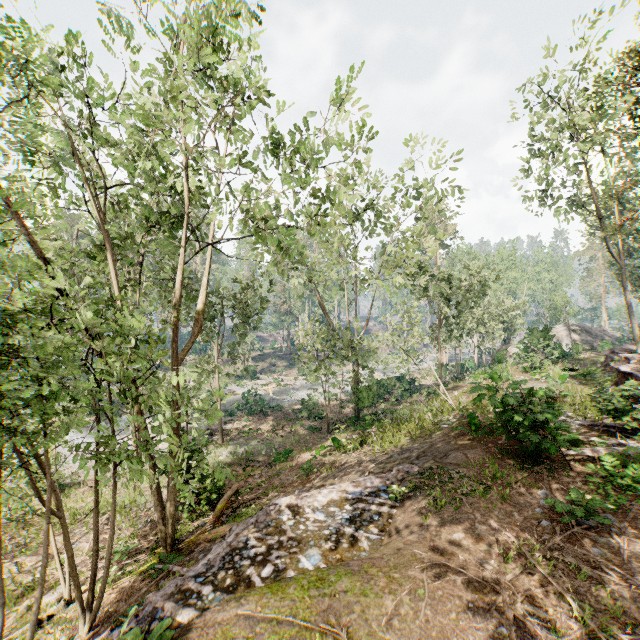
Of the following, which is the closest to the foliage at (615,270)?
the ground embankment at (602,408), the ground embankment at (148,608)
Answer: the ground embankment at (148,608)

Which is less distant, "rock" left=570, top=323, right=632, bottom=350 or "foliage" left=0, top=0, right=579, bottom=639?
"foliage" left=0, top=0, right=579, bottom=639

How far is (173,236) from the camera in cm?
1766

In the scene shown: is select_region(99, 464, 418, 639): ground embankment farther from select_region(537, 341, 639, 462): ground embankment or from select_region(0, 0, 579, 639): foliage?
select_region(537, 341, 639, 462): ground embankment

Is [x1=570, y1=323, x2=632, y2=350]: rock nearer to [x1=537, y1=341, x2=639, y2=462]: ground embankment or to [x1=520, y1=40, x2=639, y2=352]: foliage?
[x1=520, y1=40, x2=639, y2=352]: foliage

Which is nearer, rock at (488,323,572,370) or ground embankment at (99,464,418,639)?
ground embankment at (99,464,418,639)

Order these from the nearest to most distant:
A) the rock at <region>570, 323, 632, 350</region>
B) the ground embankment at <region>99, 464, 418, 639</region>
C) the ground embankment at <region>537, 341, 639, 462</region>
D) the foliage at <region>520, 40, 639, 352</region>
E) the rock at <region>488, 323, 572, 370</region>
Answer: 1. the ground embankment at <region>99, 464, 418, 639</region>
2. the ground embankment at <region>537, 341, 639, 462</region>
3. the foliage at <region>520, 40, 639, 352</region>
4. the rock at <region>488, 323, 572, 370</region>
5. the rock at <region>570, 323, 632, 350</region>

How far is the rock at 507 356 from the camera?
25.86m
